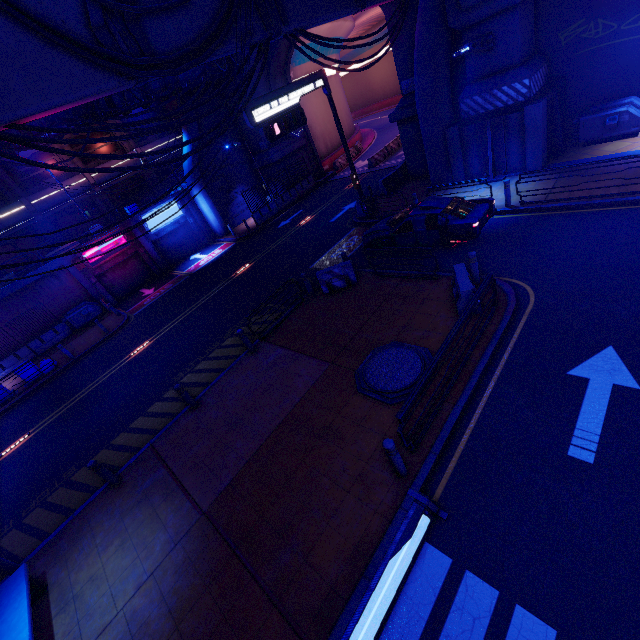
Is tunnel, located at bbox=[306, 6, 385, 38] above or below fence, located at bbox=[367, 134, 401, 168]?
above

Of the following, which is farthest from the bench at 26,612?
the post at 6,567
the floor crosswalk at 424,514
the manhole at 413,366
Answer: the manhole at 413,366

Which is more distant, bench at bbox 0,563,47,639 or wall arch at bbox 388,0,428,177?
wall arch at bbox 388,0,428,177

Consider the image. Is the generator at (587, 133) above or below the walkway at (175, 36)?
below

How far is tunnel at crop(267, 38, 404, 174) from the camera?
26.2m

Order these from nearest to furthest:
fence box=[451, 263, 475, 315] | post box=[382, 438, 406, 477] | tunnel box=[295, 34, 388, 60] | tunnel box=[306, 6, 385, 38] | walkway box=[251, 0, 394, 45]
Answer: post box=[382, 438, 406, 477] < fence box=[451, 263, 475, 315] < walkway box=[251, 0, 394, 45] < tunnel box=[306, 6, 385, 38] < tunnel box=[295, 34, 388, 60]

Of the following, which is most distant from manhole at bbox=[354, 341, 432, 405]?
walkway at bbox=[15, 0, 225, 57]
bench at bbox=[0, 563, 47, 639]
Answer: walkway at bbox=[15, 0, 225, 57]

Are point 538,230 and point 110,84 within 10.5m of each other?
no
